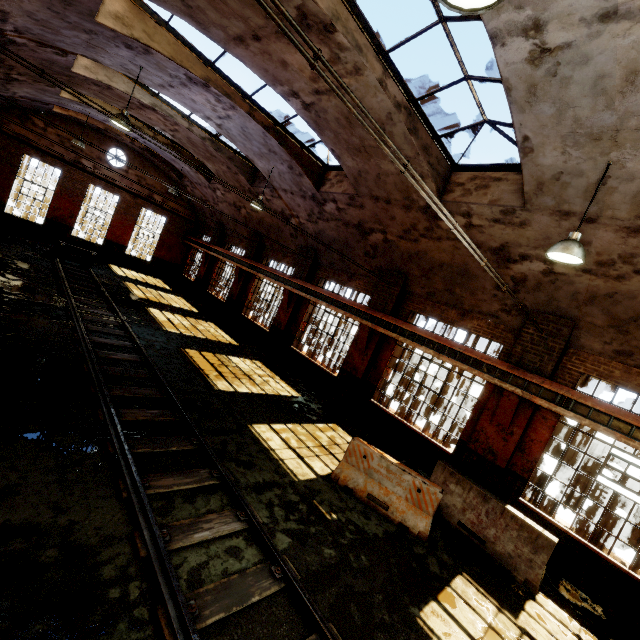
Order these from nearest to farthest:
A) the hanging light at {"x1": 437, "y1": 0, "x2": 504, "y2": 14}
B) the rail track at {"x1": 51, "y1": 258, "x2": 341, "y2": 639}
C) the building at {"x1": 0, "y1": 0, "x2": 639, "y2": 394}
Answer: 1. the hanging light at {"x1": 437, "y1": 0, "x2": 504, "y2": 14}
2. the rail track at {"x1": 51, "y1": 258, "x2": 341, "y2": 639}
3. the building at {"x1": 0, "y1": 0, "x2": 639, "y2": 394}

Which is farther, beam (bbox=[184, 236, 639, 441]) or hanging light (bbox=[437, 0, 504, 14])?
beam (bbox=[184, 236, 639, 441])

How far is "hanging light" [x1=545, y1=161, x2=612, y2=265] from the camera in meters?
5.0 m

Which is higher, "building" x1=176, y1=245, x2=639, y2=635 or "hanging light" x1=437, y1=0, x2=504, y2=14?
"hanging light" x1=437, y1=0, x2=504, y2=14

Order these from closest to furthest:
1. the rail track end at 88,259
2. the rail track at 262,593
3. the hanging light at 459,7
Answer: the hanging light at 459,7 < the rail track at 262,593 < the rail track end at 88,259

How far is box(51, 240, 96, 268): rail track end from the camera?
16.5 meters

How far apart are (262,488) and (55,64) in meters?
13.6

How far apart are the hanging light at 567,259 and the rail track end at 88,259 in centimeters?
2020cm
